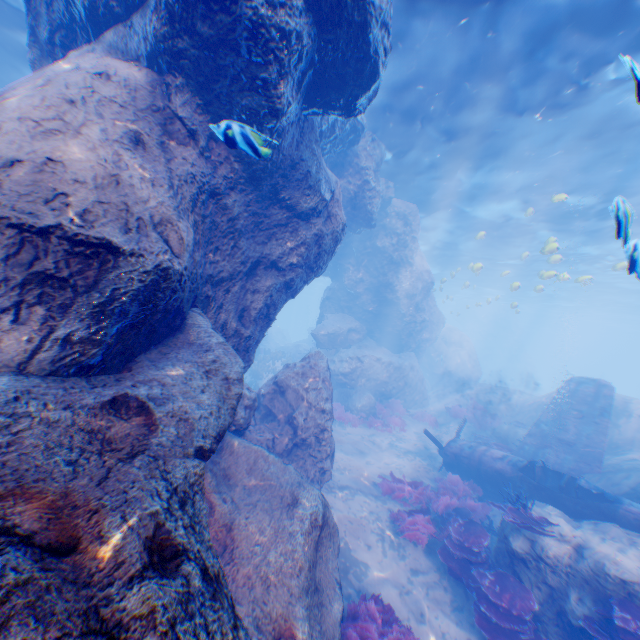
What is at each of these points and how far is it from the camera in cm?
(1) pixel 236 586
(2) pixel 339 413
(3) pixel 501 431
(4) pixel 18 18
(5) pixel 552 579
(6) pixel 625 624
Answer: (1) rock, 451
(2) instancedfoliageactor, 1638
(3) rock, 1520
(4) light, 1019
(5) rock, 683
(6) instancedfoliageactor, 550

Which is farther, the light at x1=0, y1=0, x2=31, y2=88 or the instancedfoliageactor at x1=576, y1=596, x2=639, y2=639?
the light at x1=0, y1=0, x2=31, y2=88

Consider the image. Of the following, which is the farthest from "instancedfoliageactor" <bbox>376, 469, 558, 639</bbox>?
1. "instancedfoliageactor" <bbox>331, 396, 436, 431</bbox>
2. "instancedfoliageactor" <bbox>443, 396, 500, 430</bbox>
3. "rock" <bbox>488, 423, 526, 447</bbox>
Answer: "instancedfoliageactor" <bbox>443, 396, 500, 430</bbox>

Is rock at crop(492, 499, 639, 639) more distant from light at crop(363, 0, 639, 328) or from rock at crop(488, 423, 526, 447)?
rock at crop(488, 423, 526, 447)

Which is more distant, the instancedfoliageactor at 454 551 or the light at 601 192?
the light at 601 192

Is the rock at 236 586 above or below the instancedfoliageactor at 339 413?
above

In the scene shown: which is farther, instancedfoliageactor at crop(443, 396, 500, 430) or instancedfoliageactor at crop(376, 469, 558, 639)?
instancedfoliageactor at crop(443, 396, 500, 430)

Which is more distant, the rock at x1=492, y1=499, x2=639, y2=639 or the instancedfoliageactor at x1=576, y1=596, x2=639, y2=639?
the rock at x1=492, y1=499, x2=639, y2=639
